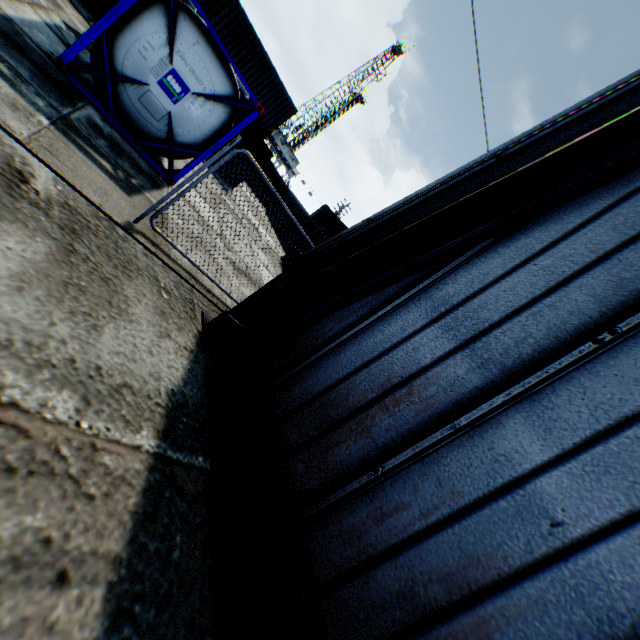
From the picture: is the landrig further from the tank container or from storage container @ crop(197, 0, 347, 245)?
the tank container

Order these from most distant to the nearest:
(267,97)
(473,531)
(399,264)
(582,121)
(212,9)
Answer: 1. (267,97)
2. (212,9)
3. (399,264)
4. (582,121)
5. (473,531)

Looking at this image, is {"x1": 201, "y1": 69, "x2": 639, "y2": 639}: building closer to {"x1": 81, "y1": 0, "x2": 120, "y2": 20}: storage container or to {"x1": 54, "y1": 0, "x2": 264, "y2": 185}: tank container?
{"x1": 54, "y1": 0, "x2": 264, "y2": 185}: tank container

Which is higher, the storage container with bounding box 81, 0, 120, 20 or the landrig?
the landrig

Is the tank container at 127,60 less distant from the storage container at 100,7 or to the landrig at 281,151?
the storage container at 100,7

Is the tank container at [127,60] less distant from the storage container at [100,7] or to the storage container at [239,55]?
the storage container at [100,7]

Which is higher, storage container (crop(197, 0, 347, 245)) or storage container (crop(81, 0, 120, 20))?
storage container (crop(197, 0, 347, 245))

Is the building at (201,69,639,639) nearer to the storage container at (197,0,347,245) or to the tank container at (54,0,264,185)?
the tank container at (54,0,264,185)
